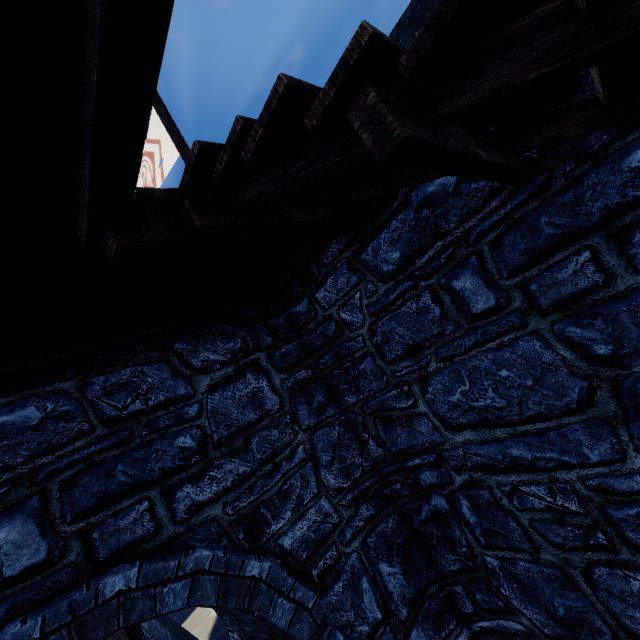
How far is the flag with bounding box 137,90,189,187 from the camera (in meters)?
6.54

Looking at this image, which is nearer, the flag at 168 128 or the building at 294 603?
the building at 294 603

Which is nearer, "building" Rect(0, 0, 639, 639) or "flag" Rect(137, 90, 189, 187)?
"building" Rect(0, 0, 639, 639)

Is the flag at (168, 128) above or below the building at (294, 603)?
above

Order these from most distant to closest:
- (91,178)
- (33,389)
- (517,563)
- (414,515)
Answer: (414,515)
(517,563)
(33,389)
(91,178)

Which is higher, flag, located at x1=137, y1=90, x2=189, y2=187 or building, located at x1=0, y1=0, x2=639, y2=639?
flag, located at x1=137, y1=90, x2=189, y2=187
